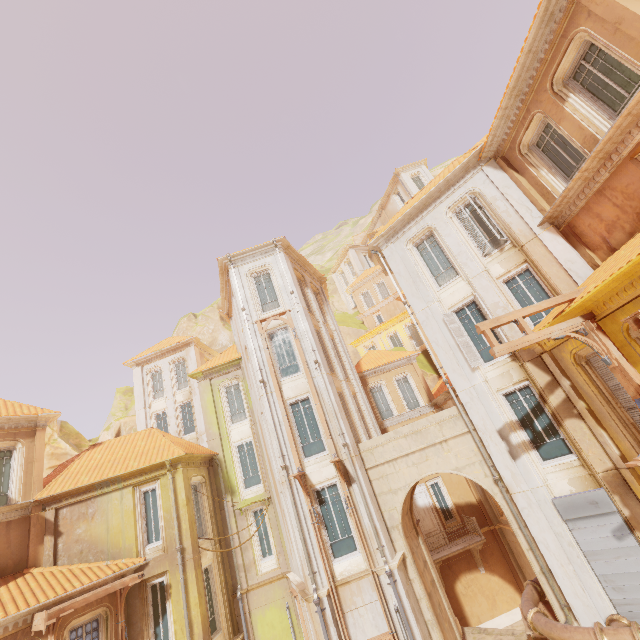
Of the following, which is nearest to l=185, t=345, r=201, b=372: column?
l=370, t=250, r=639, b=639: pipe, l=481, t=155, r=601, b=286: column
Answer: l=370, t=250, r=639, b=639: pipe

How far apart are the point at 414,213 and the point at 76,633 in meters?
22.3 m

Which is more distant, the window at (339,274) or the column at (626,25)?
the window at (339,274)

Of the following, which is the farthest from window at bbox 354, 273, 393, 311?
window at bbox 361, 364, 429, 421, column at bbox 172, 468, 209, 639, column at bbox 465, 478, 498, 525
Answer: column at bbox 172, 468, 209, 639

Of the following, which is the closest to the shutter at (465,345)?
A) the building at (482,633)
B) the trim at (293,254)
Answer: the trim at (293,254)

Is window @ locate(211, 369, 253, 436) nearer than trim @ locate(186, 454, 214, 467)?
No

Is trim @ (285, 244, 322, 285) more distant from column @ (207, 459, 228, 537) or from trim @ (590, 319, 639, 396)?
trim @ (590, 319, 639, 396)

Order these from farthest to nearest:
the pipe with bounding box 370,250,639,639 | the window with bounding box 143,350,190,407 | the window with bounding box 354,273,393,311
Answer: the window with bounding box 354,273,393,311 < the window with bounding box 143,350,190,407 < the pipe with bounding box 370,250,639,639
